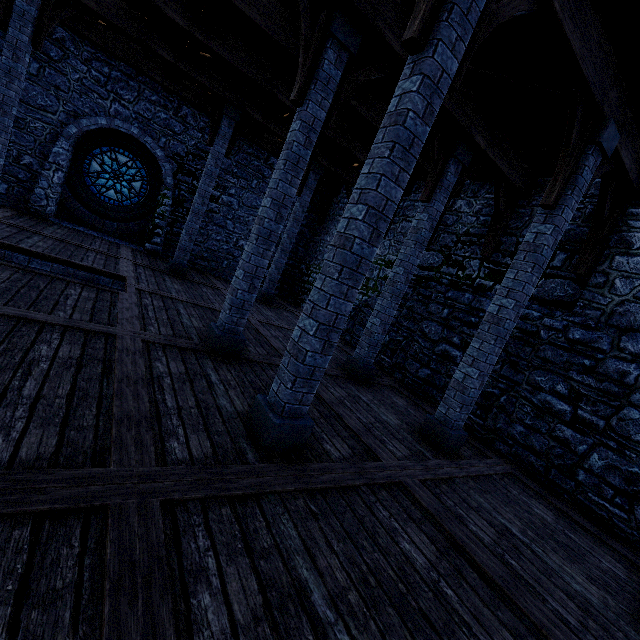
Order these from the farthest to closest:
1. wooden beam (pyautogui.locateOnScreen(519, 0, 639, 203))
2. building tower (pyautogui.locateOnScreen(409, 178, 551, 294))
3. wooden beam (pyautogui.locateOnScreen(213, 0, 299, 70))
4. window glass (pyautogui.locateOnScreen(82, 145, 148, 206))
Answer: window glass (pyautogui.locateOnScreen(82, 145, 148, 206))
building tower (pyautogui.locateOnScreen(409, 178, 551, 294))
wooden beam (pyautogui.locateOnScreen(213, 0, 299, 70))
wooden beam (pyautogui.locateOnScreen(519, 0, 639, 203))

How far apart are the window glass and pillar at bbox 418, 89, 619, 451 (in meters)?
12.83

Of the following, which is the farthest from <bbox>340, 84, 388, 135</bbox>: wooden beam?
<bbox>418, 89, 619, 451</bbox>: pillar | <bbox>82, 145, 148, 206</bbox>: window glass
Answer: <bbox>82, 145, 148, 206</bbox>: window glass

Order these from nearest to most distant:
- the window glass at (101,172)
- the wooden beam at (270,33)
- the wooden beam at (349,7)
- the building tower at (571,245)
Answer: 1. the wooden beam at (349,7)
2. the wooden beam at (270,33)
3. the building tower at (571,245)
4. the window glass at (101,172)

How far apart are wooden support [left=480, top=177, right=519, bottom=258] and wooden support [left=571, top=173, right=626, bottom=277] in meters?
1.8 m

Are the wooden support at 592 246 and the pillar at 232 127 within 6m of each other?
no

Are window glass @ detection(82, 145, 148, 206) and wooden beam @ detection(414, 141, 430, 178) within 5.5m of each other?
no

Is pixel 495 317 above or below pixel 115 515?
above
